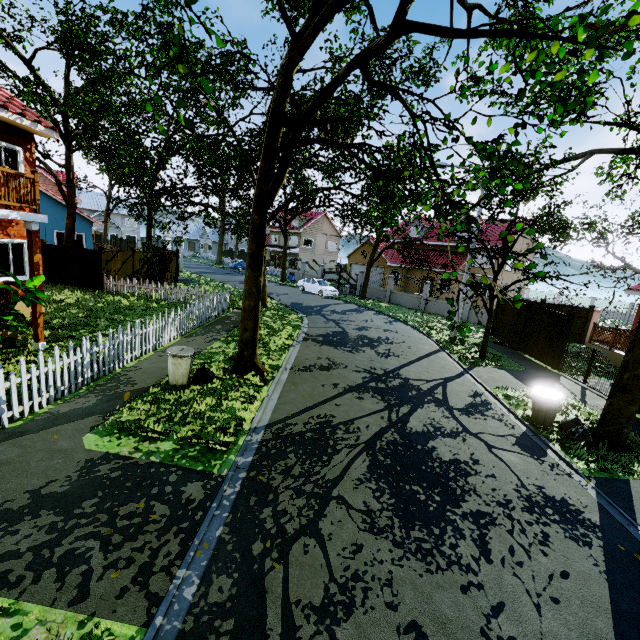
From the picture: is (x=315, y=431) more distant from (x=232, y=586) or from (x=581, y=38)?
(x=581, y=38)

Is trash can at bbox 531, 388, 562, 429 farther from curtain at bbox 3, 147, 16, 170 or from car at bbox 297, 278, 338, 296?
car at bbox 297, 278, 338, 296

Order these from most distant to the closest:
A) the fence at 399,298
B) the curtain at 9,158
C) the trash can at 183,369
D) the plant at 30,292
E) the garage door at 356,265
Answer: the garage door at 356,265
the fence at 399,298
the curtain at 9,158
the trash can at 183,369
the plant at 30,292

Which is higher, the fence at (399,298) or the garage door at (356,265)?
the garage door at (356,265)

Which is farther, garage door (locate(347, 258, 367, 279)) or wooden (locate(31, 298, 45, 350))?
garage door (locate(347, 258, 367, 279))

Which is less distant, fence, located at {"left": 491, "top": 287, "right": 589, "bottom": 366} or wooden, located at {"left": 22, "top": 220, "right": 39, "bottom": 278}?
wooden, located at {"left": 22, "top": 220, "right": 39, "bottom": 278}

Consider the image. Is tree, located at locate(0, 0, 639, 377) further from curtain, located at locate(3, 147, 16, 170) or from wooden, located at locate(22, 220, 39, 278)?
wooden, located at locate(22, 220, 39, 278)

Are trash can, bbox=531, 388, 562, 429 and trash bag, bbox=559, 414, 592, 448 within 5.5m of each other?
yes
